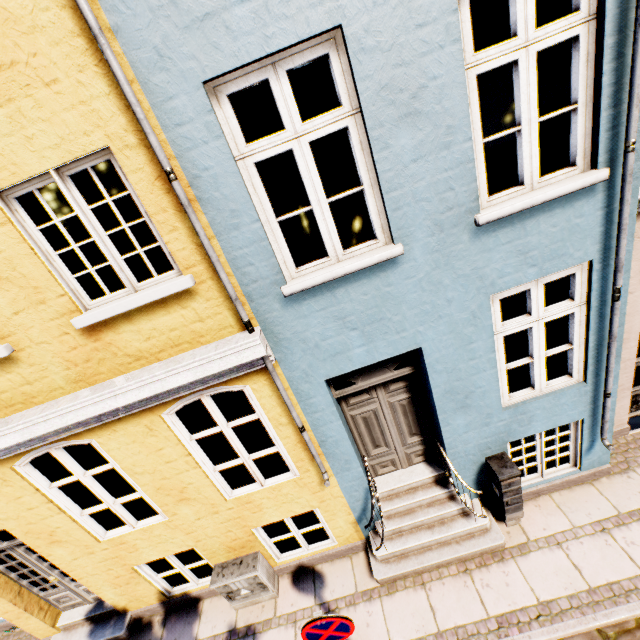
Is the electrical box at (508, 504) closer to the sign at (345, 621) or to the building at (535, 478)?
the building at (535, 478)

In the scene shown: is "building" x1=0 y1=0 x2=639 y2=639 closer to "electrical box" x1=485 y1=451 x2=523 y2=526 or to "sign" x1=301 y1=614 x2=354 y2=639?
"electrical box" x1=485 y1=451 x2=523 y2=526

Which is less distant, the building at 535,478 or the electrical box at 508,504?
the building at 535,478

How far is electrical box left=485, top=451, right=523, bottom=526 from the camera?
4.35m

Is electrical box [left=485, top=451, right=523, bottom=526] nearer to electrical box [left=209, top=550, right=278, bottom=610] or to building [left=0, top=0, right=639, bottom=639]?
building [left=0, top=0, right=639, bottom=639]

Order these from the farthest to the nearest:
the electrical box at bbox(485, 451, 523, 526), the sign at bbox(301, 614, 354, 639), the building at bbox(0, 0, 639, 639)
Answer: the electrical box at bbox(485, 451, 523, 526), the sign at bbox(301, 614, 354, 639), the building at bbox(0, 0, 639, 639)

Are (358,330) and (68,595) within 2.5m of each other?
no

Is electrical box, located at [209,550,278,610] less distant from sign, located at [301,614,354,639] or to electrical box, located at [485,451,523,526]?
sign, located at [301,614,354,639]
